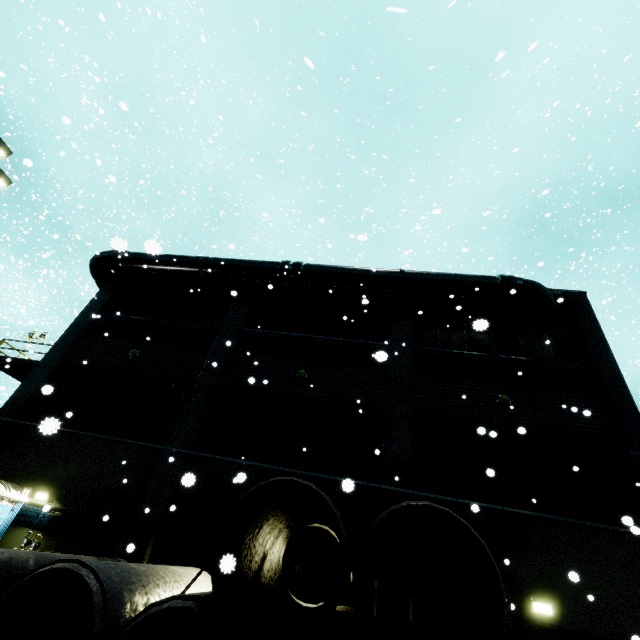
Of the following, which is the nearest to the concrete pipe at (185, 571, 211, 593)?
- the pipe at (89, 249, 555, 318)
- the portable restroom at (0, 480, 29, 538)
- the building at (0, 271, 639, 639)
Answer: the building at (0, 271, 639, 639)

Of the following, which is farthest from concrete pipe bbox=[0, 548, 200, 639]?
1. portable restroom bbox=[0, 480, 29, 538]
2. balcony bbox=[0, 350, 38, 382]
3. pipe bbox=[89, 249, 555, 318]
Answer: balcony bbox=[0, 350, 38, 382]

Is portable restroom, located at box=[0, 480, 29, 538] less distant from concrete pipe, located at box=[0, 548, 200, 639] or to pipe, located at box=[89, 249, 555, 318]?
concrete pipe, located at box=[0, 548, 200, 639]

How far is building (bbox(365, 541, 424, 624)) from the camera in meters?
8.7 m

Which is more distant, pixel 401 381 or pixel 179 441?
pixel 401 381

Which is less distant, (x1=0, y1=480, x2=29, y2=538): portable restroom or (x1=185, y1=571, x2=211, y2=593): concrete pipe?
(x1=185, y1=571, x2=211, y2=593): concrete pipe

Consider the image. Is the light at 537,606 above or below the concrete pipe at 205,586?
above

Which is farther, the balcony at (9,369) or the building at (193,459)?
the balcony at (9,369)
